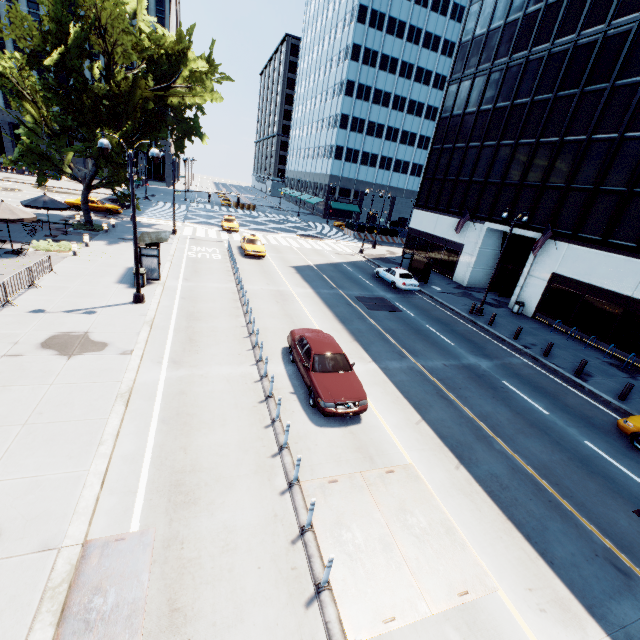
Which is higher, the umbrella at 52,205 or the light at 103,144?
the light at 103,144

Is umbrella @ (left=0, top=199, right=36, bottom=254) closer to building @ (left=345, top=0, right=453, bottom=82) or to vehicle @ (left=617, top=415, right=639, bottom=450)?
vehicle @ (left=617, top=415, right=639, bottom=450)

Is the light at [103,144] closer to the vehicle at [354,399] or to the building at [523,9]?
the vehicle at [354,399]

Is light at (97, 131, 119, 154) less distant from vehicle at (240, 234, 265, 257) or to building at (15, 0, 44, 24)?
vehicle at (240, 234, 265, 257)

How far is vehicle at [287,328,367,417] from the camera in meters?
10.5

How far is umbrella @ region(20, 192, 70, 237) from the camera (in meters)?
22.58

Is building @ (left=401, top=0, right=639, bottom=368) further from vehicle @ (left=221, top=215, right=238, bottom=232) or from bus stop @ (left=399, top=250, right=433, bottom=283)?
vehicle @ (left=221, top=215, right=238, bottom=232)

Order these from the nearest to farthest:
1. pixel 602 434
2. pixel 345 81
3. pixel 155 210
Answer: pixel 602 434 < pixel 155 210 < pixel 345 81
